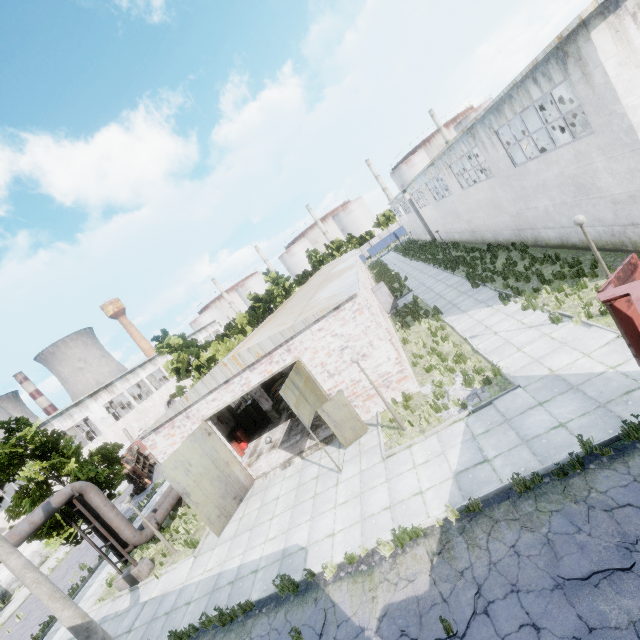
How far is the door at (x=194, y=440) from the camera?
13.1m

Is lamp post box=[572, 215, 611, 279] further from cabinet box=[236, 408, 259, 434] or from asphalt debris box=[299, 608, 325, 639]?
cabinet box=[236, 408, 259, 434]

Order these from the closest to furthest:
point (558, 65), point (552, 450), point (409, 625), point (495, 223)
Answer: point (409, 625), point (552, 450), point (558, 65), point (495, 223)

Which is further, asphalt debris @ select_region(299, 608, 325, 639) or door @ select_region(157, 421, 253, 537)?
door @ select_region(157, 421, 253, 537)

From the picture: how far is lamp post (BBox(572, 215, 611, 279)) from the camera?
9.4m

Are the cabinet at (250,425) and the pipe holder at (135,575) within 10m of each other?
yes

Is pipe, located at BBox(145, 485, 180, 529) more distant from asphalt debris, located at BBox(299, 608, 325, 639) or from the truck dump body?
the truck dump body

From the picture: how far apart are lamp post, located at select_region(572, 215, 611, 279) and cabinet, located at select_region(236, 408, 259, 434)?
19.5m
